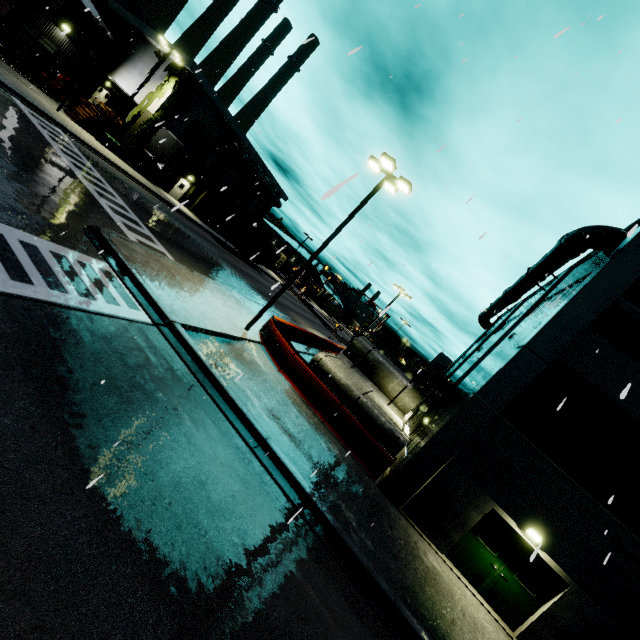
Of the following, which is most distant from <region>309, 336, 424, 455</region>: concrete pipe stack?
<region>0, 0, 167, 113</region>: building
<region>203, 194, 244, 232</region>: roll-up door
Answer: <region>203, 194, 244, 232</region>: roll-up door

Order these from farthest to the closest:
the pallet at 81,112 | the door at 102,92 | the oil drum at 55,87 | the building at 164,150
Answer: the door at 102,92 < the building at 164,150 < the oil drum at 55,87 < the pallet at 81,112

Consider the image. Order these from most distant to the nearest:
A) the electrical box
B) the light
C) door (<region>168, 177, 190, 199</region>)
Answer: door (<region>168, 177, 190, 199</region>)
the electrical box
the light

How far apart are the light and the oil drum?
32.3m

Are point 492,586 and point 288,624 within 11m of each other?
yes

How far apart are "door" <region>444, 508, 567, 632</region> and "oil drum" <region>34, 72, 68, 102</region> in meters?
44.1 m

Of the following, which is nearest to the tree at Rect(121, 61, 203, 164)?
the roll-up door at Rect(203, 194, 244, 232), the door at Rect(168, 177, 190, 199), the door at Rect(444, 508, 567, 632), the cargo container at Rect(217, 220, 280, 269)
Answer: the door at Rect(168, 177, 190, 199)

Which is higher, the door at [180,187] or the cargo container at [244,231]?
the cargo container at [244,231]
